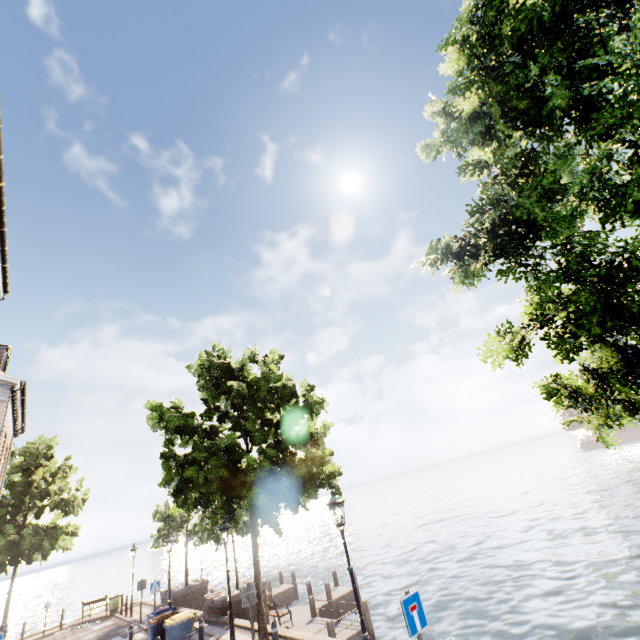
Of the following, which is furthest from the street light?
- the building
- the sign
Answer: the building

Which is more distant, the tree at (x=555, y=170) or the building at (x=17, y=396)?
the building at (x=17, y=396)

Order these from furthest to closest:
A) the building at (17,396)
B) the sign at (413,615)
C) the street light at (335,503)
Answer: the building at (17,396) < the street light at (335,503) < the sign at (413,615)

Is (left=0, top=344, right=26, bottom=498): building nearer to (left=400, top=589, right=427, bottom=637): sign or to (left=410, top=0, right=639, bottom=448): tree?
(left=410, top=0, right=639, bottom=448): tree

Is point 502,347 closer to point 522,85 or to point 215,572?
point 522,85

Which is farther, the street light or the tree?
the street light

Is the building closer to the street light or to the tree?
the tree

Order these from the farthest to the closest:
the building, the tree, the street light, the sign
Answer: the building → the street light → the sign → the tree
